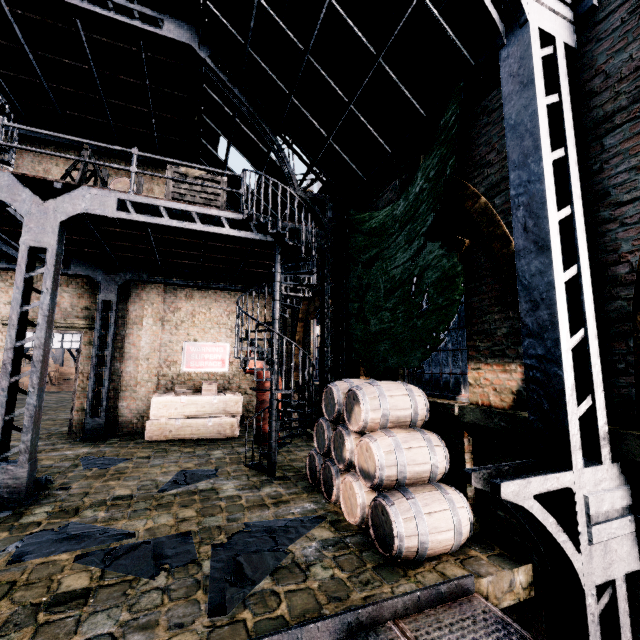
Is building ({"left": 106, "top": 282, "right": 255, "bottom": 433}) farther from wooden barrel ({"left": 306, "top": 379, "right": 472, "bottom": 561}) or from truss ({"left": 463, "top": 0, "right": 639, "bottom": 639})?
wooden barrel ({"left": 306, "top": 379, "right": 472, "bottom": 561})

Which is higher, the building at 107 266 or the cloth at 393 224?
the building at 107 266

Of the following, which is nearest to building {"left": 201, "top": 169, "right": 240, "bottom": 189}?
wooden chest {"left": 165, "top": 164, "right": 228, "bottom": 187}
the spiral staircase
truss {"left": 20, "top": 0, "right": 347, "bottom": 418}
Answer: truss {"left": 20, "top": 0, "right": 347, "bottom": 418}

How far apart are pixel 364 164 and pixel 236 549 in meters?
8.6

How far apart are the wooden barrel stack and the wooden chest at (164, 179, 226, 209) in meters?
3.3

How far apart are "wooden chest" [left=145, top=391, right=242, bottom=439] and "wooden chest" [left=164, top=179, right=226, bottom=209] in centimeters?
692cm

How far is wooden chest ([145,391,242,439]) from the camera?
11.4 meters

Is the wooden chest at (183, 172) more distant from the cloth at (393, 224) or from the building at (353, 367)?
the cloth at (393, 224)
